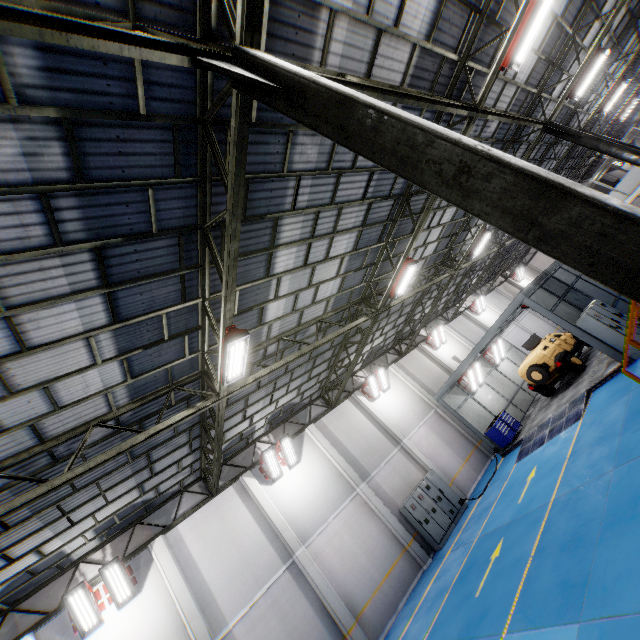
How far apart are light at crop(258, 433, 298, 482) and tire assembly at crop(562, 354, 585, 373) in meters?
14.9

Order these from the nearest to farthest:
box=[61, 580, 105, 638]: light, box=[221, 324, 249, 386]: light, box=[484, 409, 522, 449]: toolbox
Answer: box=[221, 324, 249, 386]: light < box=[61, 580, 105, 638]: light < box=[484, 409, 522, 449]: toolbox

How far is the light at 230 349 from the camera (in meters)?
7.16

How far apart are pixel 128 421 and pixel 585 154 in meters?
33.3 m

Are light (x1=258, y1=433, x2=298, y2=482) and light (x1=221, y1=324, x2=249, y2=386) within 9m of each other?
yes

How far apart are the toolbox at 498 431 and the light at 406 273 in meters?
9.6

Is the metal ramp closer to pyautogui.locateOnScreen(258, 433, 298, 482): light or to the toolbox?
the toolbox

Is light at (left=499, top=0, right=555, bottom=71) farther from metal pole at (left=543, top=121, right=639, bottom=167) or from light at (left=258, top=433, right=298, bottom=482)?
light at (left=258, top=433, right=298, bottom=482)
